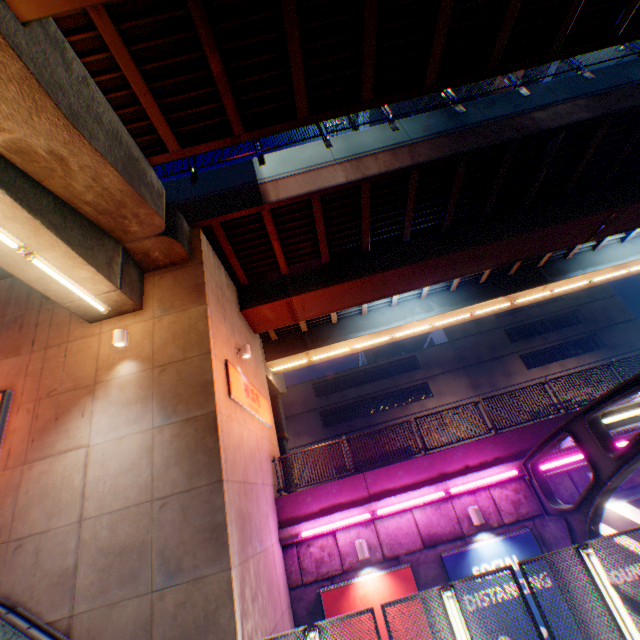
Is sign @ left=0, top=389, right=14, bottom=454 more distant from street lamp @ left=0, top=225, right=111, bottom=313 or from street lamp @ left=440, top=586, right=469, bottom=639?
street lamp @ left=440, top=586, right=469, bottom=639

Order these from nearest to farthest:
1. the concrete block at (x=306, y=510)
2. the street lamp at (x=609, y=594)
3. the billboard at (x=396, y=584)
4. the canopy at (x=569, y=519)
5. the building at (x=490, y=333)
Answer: the street lamp at (x=609, y=594), the canopy at (x=569, y=519), the billboard at (x=396, y=584), the concrete block at (x=306, y=510), the building at (x=490, y=333)

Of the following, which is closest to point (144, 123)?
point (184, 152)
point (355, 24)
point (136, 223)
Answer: point (184, 152)

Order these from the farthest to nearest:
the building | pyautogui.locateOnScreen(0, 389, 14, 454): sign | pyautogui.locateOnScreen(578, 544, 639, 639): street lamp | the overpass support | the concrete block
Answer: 1. the building
2. the concrete block
3. pyautogui.locateOnScreen(0, 389, 14, 454): sign
4. the overpass support
5. pyautogui.locateOnScreen(578, 544, 639, 639): street lamp

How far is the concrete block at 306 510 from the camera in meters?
9.9

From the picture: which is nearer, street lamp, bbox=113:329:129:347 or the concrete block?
street lamp, bbox=113:329:129:347

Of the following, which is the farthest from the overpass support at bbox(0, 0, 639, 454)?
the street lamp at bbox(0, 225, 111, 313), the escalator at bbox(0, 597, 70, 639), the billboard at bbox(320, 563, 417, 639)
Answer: the billboard at bbox(320, 563, 417, 639)

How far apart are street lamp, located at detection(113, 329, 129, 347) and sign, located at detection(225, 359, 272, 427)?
2.4 meters
